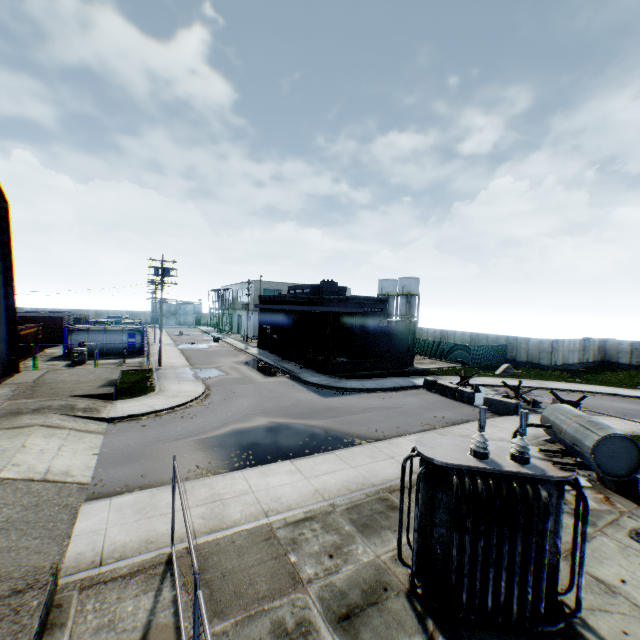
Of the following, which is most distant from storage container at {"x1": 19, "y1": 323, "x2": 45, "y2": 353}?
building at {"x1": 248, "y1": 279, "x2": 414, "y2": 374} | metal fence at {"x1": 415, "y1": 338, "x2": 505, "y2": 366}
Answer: metal fence at {"x1": 415, "y1": 338, "x2": 505, "y2": 366}

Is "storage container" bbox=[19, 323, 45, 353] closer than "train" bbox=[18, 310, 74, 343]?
Yes

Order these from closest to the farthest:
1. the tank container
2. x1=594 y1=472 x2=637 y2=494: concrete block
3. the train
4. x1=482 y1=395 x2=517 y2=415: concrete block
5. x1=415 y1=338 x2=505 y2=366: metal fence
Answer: x1=594 y1=472 x2=637 y2=494: concrete block < x1=482 y1=395 x2=517 y2=415: concrete block < the tank container < x1=415 y1=338 x2=505 y2=366: metal fence < the train

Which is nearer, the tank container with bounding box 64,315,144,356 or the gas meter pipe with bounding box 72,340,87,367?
the gas meter pipe with bounding box 72,340,87,367

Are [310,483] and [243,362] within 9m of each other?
no

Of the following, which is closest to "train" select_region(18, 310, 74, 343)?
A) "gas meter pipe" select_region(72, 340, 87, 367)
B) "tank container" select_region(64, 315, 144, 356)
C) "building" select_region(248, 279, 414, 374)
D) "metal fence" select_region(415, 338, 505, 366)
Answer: "tank container" select_region(64, 315, 144, 356)

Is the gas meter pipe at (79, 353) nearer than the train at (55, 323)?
Yes

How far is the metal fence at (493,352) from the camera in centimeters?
3609cm
